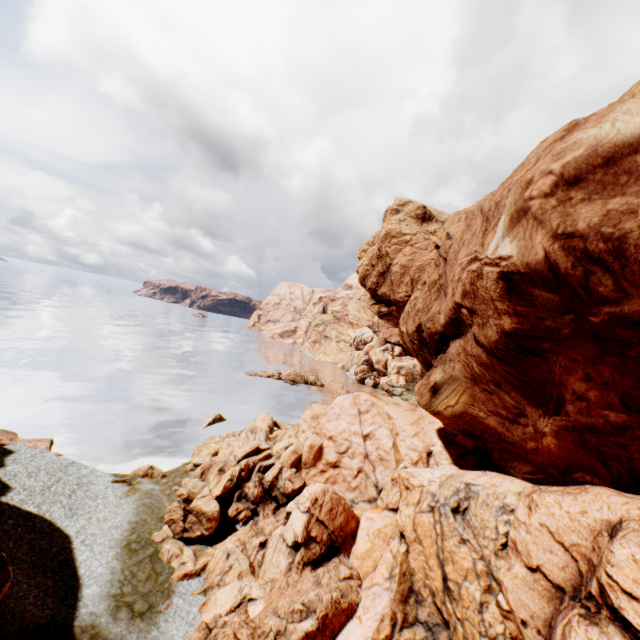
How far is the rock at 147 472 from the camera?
26.3 meters

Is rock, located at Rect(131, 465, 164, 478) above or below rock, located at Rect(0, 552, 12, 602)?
below

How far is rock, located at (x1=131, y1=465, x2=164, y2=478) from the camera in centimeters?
2627cm

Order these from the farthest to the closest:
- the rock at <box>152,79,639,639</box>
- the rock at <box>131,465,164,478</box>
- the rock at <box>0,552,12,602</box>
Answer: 1. the rock at <box>131,465,164,478</box>
2. the rock at <box>0,552,12,602</box>
3. the rock at <box>152,79,639,639</box>

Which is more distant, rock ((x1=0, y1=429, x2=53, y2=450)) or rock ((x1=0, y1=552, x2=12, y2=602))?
rock ((x1=0, y1=429, x2=53, y2=450))

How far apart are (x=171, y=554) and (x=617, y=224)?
25.10m

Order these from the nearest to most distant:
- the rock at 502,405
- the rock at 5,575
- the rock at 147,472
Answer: the rock at 502,405
the rock at 5,575
the rock at 147,472
